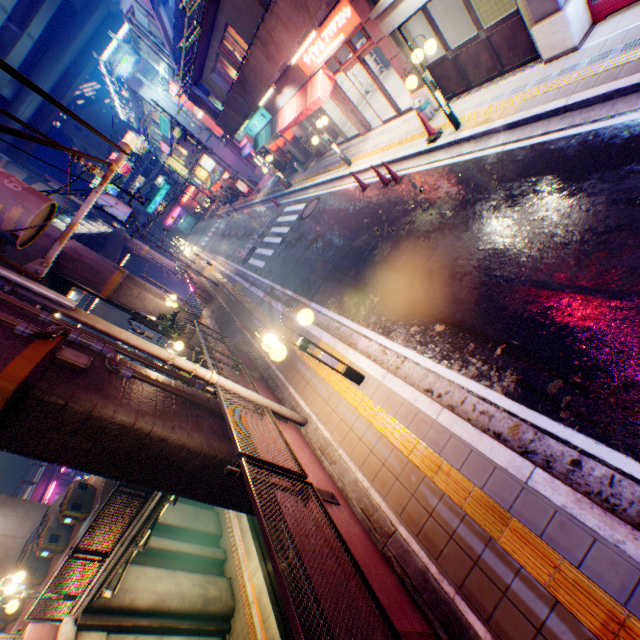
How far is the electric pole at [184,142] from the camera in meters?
24.0 m

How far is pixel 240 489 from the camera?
7.9m

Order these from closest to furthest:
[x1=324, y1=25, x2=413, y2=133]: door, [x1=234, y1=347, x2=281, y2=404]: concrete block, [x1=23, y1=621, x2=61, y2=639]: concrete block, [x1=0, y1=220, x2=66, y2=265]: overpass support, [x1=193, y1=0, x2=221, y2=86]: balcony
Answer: [x1=234, y1=347, x2=281, y2=404]: concrete block → [x1=23, y1=621, x2=61, y2=639]: concrete block → [x1=324, y1=25, x2=413, y2=133]: door → [x1=193, y1=0, x2=221, y2=86]: balcony → [x1=0, y1=220, x2=66, y2=265]: overpass support

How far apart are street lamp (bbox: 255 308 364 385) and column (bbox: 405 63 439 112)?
8.79m

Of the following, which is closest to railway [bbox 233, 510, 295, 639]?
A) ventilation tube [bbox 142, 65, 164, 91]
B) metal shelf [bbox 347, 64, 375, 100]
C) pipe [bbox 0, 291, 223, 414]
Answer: pipe [bbox 0, 291, 223, 414]

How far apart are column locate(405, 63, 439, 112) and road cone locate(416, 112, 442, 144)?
1.3m

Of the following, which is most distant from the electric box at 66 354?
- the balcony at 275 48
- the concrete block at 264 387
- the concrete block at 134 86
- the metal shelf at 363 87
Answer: the concrete block at 134 86

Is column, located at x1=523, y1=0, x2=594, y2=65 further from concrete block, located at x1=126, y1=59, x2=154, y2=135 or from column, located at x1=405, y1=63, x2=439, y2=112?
concrete block, located at x1=126, y1=59, x2=154, y2=135
